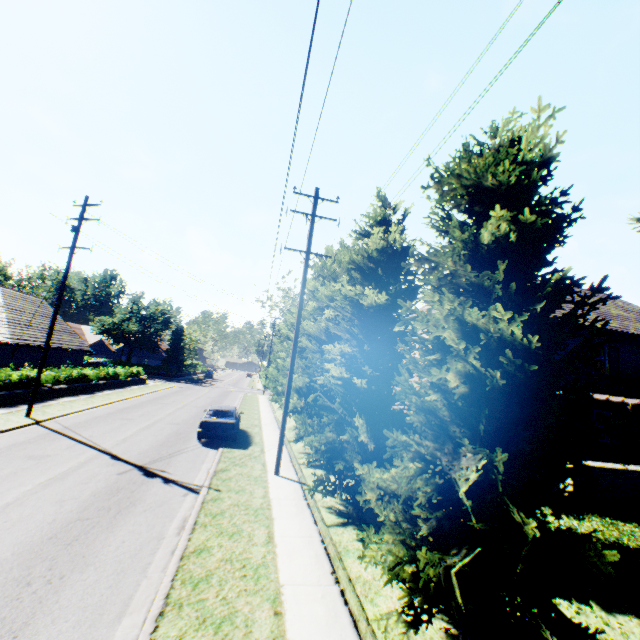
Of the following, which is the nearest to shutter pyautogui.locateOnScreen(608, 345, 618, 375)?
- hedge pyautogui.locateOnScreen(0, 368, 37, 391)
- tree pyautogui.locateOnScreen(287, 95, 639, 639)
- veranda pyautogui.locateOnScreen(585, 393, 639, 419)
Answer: veranda pyautogui.locateOnScreen(585, 393, 639, 419)

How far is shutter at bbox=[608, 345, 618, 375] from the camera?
17.38m

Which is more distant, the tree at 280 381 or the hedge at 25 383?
the tree at 280 381

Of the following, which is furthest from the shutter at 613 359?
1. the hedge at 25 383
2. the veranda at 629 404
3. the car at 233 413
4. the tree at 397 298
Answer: the hedge at 25 383

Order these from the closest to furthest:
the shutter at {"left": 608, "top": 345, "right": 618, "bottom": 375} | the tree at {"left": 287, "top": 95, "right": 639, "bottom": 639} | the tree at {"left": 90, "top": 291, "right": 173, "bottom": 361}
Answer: the tree at {"left": 287, "top": 95, "right": 639, "bottom": 639}, the shutter at {"left": 608, "top": 345, "right": 618, "bottom": 375}, the tree at {"left": 90, "top": 291, "right": 173, "bottom": 361}

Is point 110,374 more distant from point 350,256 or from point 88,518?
point 350,256

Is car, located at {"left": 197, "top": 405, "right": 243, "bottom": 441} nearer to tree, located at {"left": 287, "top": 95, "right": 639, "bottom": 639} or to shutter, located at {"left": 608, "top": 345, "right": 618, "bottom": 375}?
tree, located at {"left": 287, "top": 95, "right": 639, "bottom": 639}
